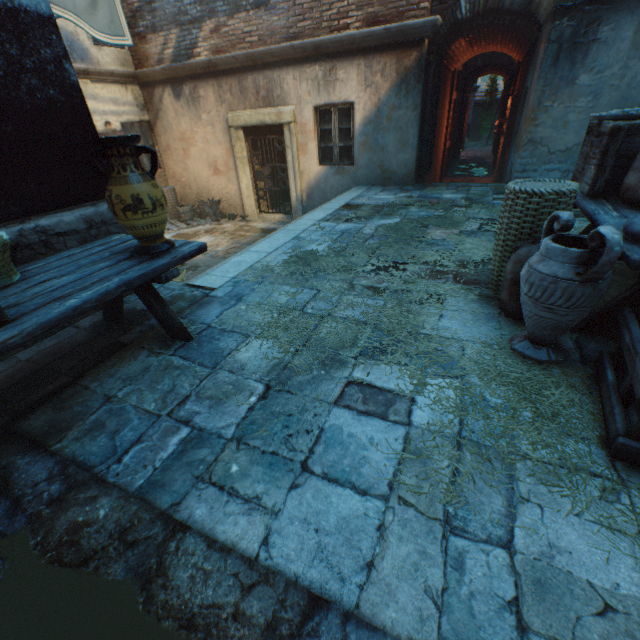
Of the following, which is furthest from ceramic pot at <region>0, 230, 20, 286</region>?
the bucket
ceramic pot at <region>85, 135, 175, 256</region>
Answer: the bucket

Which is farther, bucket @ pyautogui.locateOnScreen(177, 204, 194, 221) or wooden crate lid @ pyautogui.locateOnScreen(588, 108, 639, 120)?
bucket @ pyautogui.locateOnScreen(177, 204, 194, 221)

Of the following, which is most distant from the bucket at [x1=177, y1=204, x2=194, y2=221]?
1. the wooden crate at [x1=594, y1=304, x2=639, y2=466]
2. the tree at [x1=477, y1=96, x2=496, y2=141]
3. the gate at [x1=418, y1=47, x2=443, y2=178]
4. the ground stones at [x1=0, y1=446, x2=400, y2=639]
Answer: the tree at [x1=477, y1=96, x2=496, y2=141]

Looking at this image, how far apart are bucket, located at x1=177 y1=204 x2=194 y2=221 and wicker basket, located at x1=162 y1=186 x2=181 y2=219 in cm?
14

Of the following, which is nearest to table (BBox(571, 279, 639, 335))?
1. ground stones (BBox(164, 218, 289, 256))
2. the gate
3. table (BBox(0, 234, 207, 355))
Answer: table (BBox(0, 234, 207, 355))

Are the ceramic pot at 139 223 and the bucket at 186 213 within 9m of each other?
yes

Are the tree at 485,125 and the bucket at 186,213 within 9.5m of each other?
no

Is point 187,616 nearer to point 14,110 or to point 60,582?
point 60,582
